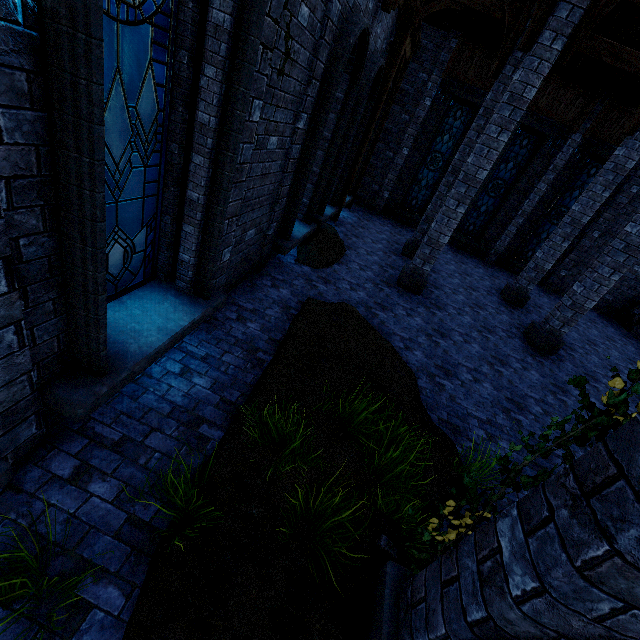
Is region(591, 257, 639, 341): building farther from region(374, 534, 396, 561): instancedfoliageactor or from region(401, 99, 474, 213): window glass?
region(374, 534, 396, 561): instancedfoliageactor

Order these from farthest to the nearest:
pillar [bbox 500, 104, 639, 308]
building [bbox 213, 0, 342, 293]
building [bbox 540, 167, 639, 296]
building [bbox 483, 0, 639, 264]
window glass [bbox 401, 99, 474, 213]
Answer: window glass [bbox 401, 99, 474, 213], building [bbox 540, 167, 639, 296], pillar [bbox 500, 104, 639, 308], building [bbox 483, 0, 639, 264], building [bbox 213, 0, 342, 293]

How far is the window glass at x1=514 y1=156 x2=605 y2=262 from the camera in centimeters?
1330cm

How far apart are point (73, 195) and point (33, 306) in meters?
0.9

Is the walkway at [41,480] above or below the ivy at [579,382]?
below

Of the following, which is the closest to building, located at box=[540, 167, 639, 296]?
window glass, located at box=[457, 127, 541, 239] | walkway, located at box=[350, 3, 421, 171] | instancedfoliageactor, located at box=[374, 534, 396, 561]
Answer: walkway, located at box=[350, 3, 421, 171]

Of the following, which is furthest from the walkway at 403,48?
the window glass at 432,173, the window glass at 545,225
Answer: the window glass at 545,225

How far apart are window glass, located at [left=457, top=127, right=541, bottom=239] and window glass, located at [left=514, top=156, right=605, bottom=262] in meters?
1.8
